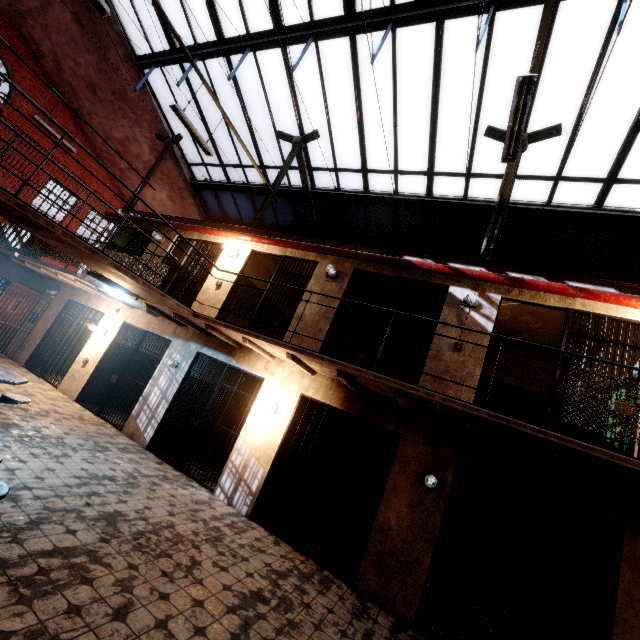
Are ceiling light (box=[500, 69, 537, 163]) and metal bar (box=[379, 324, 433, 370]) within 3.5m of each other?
yes

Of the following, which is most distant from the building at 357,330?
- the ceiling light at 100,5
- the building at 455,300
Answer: the ceiling light at 100,5

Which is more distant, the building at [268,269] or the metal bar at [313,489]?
the building at [268,269]

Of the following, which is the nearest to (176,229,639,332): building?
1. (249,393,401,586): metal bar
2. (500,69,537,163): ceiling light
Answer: (249,393,401,586): metal bar

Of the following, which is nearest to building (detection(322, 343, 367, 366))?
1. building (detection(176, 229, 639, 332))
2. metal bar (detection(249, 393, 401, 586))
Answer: building (detection(176, 229, 639, 332))

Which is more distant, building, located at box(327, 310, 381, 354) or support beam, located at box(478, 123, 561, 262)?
building, located at box(327, 310, 381, 354)

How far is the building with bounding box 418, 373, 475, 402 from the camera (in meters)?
5.44

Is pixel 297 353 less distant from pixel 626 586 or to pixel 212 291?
pixel 212 291
